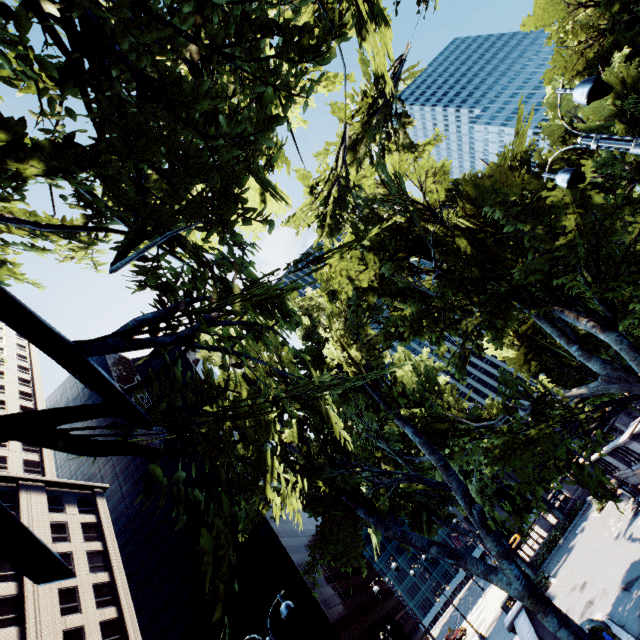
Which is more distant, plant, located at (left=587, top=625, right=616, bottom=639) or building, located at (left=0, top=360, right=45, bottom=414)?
building, located at (left=0, top=360, right=45, bottom=414)

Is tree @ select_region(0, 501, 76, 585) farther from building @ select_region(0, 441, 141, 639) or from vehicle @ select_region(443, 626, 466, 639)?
vehicle @ select_region(443, 626, 466, 639)

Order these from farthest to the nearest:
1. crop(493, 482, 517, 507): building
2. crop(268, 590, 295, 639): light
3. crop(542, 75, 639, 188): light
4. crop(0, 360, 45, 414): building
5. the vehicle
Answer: crop(493, 482, 517, 507): building, crop(0, 360, 45, 414): building, the vehicle, crop(268, 590, 295, 639): light, crop(542, 75, 639, 188): light

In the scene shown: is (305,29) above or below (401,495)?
below

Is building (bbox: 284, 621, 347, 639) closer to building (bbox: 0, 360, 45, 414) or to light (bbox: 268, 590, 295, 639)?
building (bbox: 0, 360, 45, 414)

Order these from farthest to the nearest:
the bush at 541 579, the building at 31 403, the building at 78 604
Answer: the building at 31 403 < the building at 78 604 < the bush at 541 579

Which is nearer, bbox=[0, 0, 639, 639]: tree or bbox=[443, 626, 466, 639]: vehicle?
bbox=[0, 0, 639, 639]: tree

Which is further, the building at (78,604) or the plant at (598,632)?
the building at (78,604)
